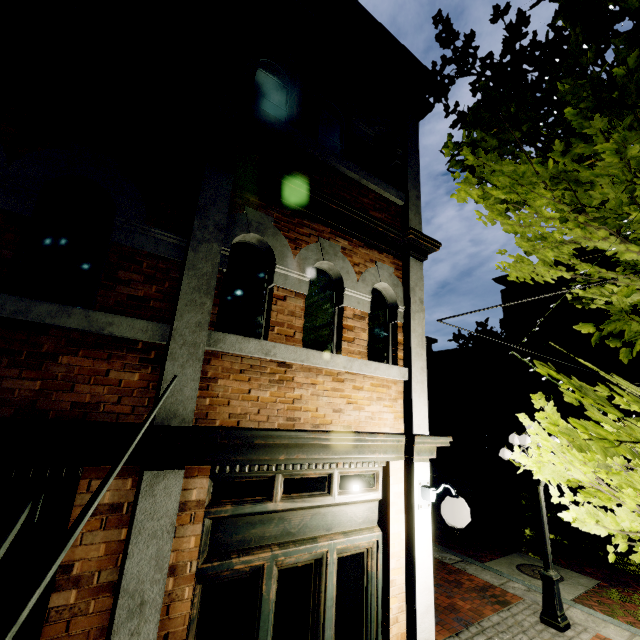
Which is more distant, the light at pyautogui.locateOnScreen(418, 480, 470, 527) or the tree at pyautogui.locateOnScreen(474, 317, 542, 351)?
the tree at pyautogui.locateOnScreen(474, 317, 542, 351)

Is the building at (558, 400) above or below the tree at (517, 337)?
below

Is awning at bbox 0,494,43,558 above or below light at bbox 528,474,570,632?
above

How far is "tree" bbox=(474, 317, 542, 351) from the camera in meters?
19.1

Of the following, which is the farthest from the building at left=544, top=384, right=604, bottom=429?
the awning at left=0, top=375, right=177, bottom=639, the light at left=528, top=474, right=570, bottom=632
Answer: the light at left=528, top=474, right=570, bottom=632

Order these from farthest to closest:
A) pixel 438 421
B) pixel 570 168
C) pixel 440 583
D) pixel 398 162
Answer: pixel 438 421, pixel 440 583, pixel 398 162, pixel 570 168

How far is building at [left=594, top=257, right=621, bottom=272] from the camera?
20.0m

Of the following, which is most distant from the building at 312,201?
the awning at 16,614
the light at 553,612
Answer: the light at 553,612
